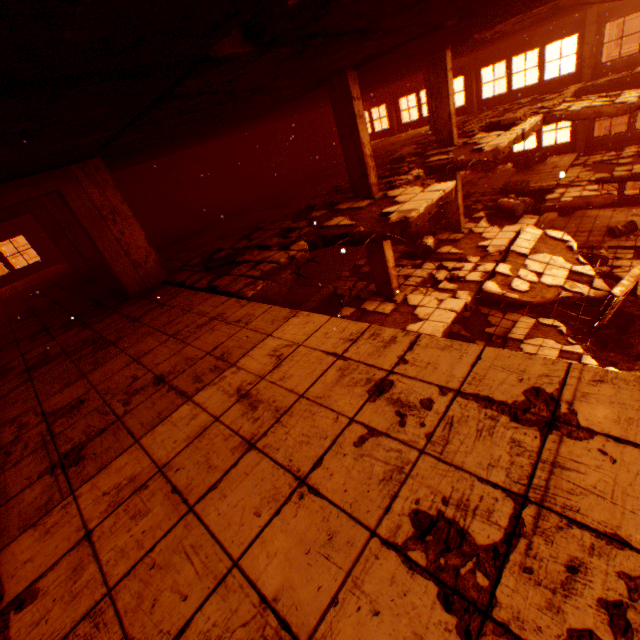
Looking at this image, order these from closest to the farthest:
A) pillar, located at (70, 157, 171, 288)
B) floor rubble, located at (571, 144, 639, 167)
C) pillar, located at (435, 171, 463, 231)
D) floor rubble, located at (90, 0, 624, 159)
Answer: floor rubble, located at (90, 0, 624, 159) → pillar, located at (70, 157, 171, 288) → pillar, located at (435, 171, 463, 231) → floor rubble, located at (571, 144, 639, 167)

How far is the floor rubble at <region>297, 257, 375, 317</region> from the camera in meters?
10.4 m

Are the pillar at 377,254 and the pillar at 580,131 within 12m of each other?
no

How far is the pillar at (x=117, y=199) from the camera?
6.2 meters

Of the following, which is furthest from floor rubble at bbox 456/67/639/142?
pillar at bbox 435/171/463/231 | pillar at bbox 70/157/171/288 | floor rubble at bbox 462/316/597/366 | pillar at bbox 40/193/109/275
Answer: pillar at bbox 40/193/109/275

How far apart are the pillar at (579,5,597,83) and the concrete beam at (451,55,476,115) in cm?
456

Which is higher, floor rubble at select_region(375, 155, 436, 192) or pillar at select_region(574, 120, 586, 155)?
floor rubble at select_region(375, 155, 436, 192)

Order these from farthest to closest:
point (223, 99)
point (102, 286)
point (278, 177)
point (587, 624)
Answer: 1. point (278, 177)
2. point (102, 286)
3. point (223, 99)
4. point (587, 624)
